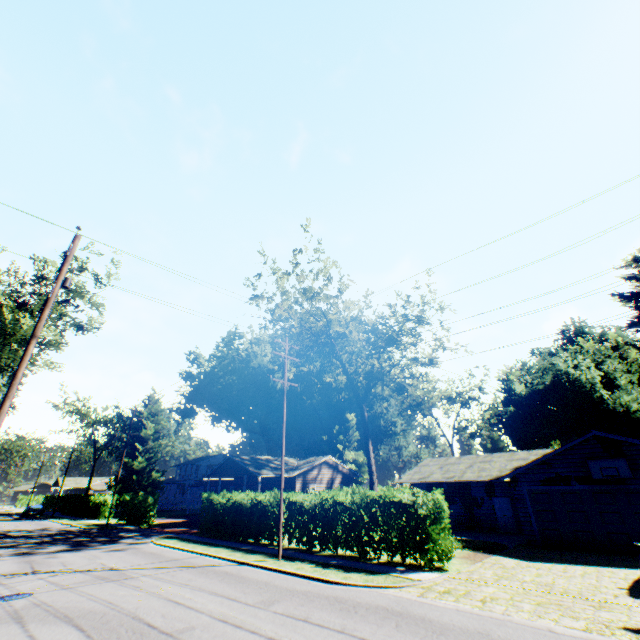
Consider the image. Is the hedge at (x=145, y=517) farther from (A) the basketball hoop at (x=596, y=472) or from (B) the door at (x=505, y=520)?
(A) the basketball hoop at (x=596, y=472)

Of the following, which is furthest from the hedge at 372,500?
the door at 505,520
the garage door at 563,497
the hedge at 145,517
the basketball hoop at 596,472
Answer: the door at 505,520

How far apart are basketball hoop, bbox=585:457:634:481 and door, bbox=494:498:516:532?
8.2m

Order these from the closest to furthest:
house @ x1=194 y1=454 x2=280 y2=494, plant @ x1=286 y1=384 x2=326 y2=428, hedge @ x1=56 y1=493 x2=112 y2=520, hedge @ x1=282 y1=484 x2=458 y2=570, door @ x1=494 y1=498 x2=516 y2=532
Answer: hedge @ x1=282 y1=484 x2=458 y2=570 < door @ x1=494 y1=498 x2=516 y2=532 < house @ x1=194 y1=454 x2=280 y2=494 < hedge @ x1=56 y1=493 x2=112 y2=520 < plant @ x1=286 y1=384 x2=326 y2=428

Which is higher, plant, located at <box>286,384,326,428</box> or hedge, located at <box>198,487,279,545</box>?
plant, located at <box>286,384,326,428</box>

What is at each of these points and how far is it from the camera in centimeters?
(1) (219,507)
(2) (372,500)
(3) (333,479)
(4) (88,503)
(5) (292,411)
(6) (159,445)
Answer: (1) hedge, 2414cm
(2) hedge, 1580cm
(3) house, 3972cm
(4) hedge, 4462cm
(5) plant, 5831cm
(6) plant, 5144cm

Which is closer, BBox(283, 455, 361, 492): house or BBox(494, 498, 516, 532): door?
BBox(494, 498, 516, 532): door

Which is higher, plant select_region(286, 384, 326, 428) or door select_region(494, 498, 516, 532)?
plant select_region(286, 384, 326, 428)
